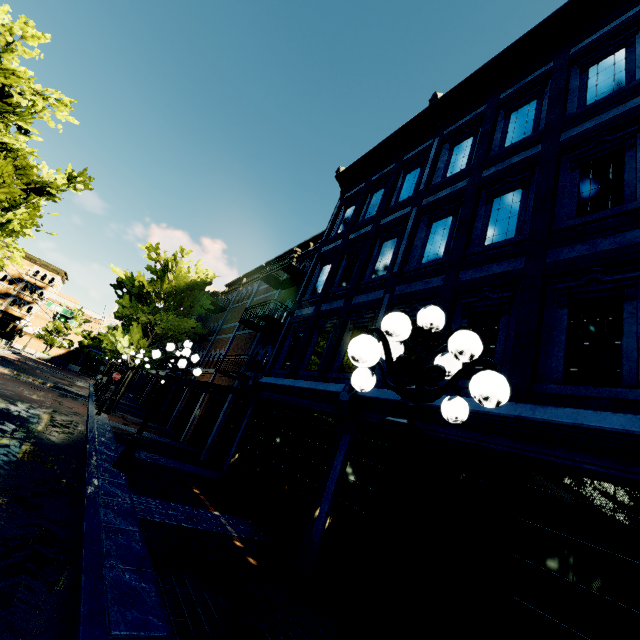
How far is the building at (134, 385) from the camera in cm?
2926

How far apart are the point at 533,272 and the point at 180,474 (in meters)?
11.01

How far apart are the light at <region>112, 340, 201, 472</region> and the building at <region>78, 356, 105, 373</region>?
53.7 meters

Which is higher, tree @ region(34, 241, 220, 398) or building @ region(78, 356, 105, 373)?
tree @ region(34, 241, 220, 398)

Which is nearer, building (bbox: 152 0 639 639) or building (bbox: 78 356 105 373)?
building (bbox: 152 0 639 639)

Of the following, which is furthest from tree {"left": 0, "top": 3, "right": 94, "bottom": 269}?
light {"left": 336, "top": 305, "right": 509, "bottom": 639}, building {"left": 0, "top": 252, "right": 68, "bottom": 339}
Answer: building {"left": 0, "top": 252, "right": 68, "bottom": 339}

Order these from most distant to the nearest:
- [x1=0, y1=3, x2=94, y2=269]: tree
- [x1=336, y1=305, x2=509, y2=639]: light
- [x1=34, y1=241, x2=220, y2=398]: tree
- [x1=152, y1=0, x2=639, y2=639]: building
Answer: [x1=34, y1=241, x2=220, y2=398]: tree → [x1=0, y1=3, x2=94, y2=269]: tree → [x1=152, y1=0, x2=639, y2=639]: building → [x1=336, y1=305, x2=509, y2=639]: light

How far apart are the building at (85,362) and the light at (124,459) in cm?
5372
